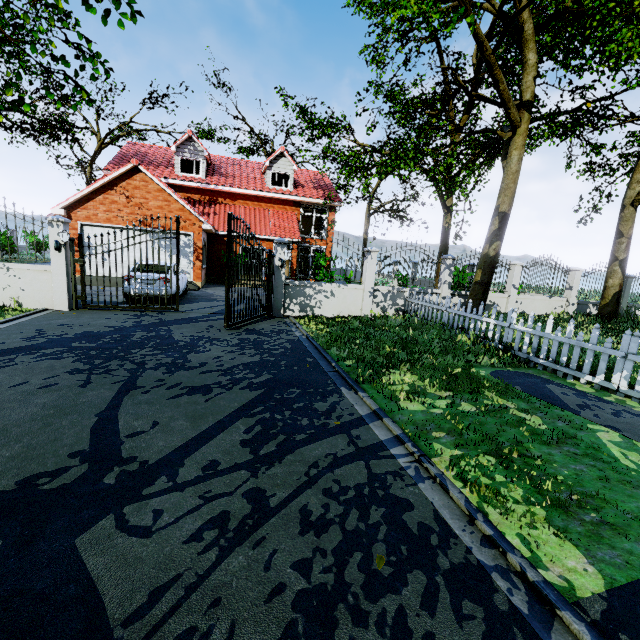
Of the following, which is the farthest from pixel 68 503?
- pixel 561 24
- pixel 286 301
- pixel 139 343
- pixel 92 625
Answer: pixel 561 24

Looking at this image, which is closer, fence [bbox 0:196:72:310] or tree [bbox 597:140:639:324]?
fence [bbox 0:196:72:310]

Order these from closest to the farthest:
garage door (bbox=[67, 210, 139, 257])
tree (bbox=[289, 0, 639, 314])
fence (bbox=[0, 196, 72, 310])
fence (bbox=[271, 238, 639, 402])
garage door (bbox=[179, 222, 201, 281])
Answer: fence (bbox=[271, 238, 639, 402]) → fence (bbox=[0, 196, 72, 310]) → tree (bbox=[289, 0, 639, 314]) → garage door (bbox=[67, 210, 139, 257]) → garage door (bbox=[179, 222, 201, 281])

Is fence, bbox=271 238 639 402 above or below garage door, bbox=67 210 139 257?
below

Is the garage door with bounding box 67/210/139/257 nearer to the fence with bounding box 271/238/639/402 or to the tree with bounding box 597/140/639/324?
the tree with bounding box 597/140/639/324

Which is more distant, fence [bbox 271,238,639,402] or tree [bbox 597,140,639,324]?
tree [bbox 597,140,639,324]

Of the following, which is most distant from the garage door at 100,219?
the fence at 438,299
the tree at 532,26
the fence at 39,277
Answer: the fence at 438,299

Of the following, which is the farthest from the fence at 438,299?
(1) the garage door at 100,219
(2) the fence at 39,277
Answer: (1) the garage door at 100,219
